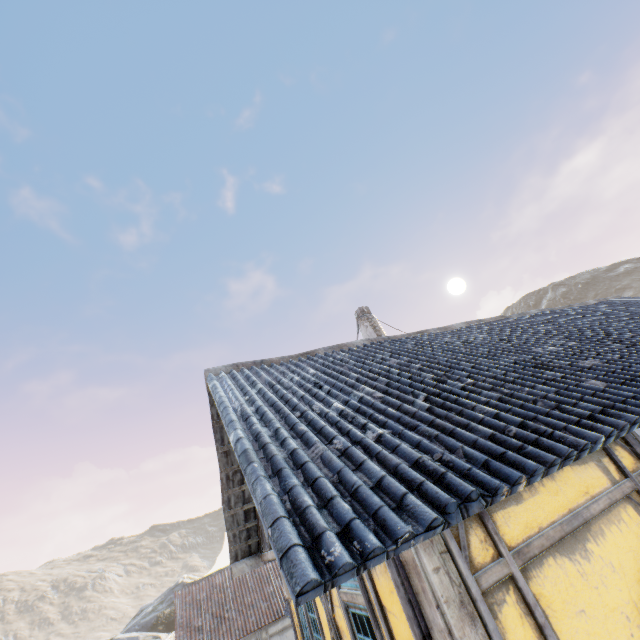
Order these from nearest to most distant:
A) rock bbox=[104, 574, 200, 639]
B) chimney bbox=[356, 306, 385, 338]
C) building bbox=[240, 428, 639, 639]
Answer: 1. building bbox=[240, 428, 639, 639]
2. chimney bbox=[356, 306, 385, 338]
3. rock bbox=[104, 574, 200, 639]

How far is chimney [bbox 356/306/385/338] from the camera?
11.6 meters

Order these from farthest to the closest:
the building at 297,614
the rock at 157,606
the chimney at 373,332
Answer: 1. the rock at 157,606
2. the chimney at 373,332
3. the building at 297,614

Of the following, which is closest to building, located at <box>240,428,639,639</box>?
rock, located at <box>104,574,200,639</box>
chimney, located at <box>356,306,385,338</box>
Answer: chimney, located at <box>356,306,385,338</box>

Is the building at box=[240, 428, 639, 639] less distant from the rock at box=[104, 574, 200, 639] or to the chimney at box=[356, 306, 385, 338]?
the chimney at box=[356, 306, 385, 338]

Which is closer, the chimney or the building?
the building

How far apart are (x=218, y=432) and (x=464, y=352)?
4.63m

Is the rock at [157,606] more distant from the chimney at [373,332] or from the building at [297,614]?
the building at [297,614]
